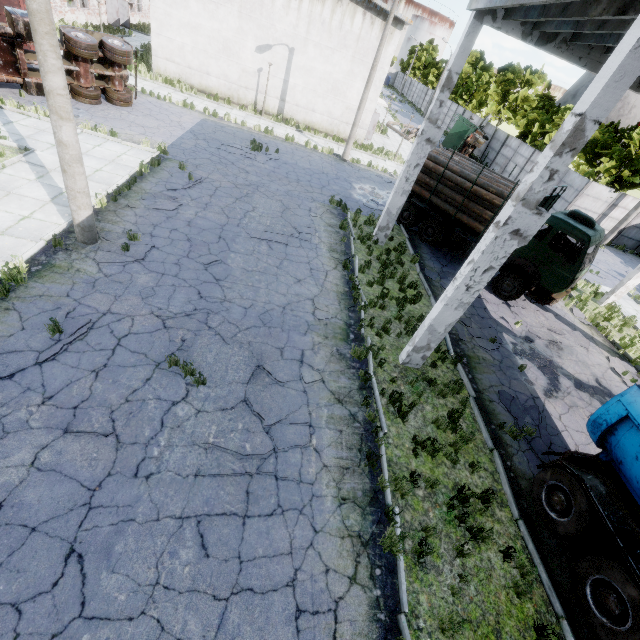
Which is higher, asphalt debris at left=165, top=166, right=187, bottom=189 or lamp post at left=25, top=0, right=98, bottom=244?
lamp post at left=25, top=0, right=98, bottom=244

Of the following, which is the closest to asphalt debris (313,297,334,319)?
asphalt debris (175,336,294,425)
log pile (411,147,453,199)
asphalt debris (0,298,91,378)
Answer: asphalt debris (175,336,294,425)

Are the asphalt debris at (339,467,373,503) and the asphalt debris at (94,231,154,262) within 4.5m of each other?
no

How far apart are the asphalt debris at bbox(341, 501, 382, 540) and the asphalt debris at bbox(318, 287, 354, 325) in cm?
426

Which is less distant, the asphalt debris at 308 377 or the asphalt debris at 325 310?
the asphalt debris at 308 377

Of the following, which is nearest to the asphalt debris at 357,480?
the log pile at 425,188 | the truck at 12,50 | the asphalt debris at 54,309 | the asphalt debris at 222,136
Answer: the asphalt debris at 54,309

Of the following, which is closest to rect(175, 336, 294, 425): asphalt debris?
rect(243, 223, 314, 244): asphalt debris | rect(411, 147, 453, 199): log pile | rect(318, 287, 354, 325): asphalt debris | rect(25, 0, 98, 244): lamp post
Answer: rect(318, 287, 354, 325): asphalt debris

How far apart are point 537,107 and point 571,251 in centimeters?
3307cm
